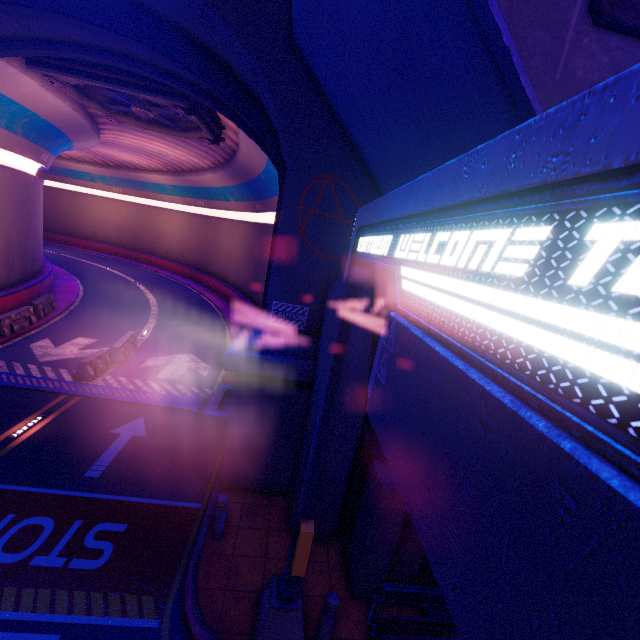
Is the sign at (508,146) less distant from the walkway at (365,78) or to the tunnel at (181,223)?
the walkway at (365,78)

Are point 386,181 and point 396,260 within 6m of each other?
yes

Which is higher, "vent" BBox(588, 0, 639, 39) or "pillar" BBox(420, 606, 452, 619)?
"vent" BBox(588, 0, 639, 39)

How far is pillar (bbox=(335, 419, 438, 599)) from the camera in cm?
604

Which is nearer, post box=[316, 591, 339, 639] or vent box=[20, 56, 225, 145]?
post box=[316, 591, 339, 639]

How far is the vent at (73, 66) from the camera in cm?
1116

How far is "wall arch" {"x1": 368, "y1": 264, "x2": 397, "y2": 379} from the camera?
7.9m
